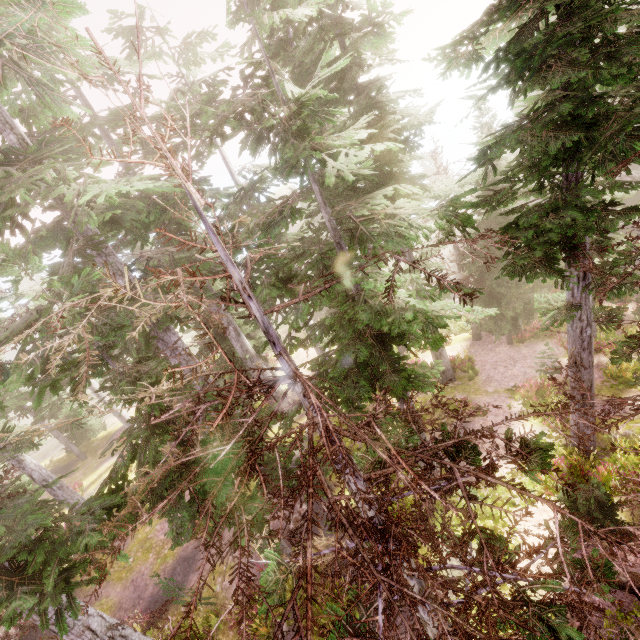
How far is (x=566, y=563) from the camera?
1.5 meters
